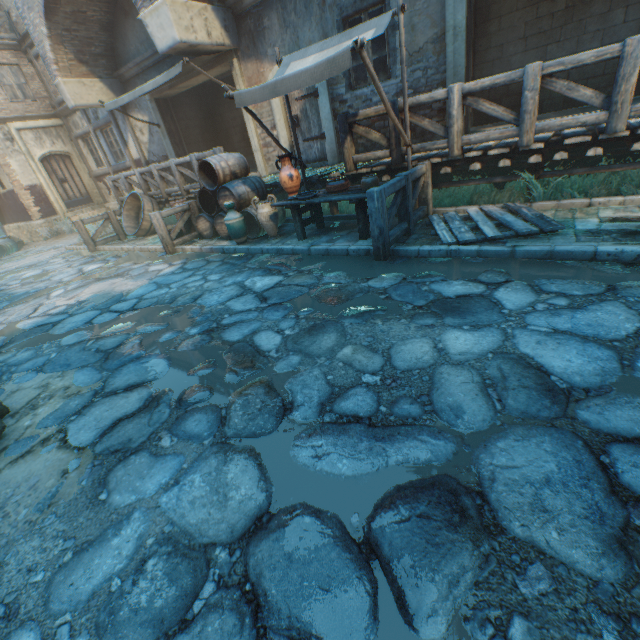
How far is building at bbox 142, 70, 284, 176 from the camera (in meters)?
9.69

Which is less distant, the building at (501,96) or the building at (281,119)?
the building at (501,96)

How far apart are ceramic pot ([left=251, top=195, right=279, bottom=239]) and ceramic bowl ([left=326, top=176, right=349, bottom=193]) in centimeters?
120cm

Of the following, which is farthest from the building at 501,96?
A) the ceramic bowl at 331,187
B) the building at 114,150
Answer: the ceramic bowl at 331,187

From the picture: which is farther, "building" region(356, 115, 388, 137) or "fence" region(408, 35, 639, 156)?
"building" region(356, 115, 388, 137)

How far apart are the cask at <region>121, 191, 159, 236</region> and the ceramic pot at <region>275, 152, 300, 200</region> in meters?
6.0 m

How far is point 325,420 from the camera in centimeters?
224cm
